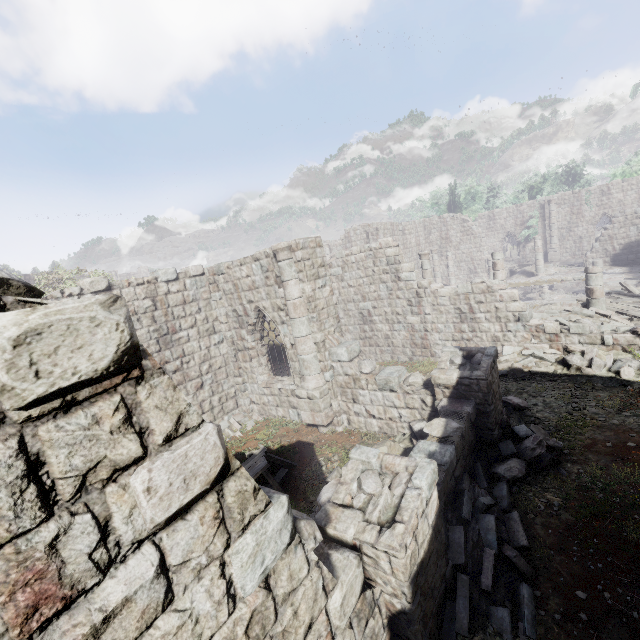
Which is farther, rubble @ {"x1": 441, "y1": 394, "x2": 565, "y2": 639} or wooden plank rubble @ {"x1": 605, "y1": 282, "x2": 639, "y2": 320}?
wooden plank rubble @ {"x1": 605, "y1": 282, "x2": 639, "y2": 320}

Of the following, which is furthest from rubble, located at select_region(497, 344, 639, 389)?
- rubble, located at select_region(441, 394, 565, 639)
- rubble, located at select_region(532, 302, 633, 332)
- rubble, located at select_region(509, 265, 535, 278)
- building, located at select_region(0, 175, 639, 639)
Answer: rubble, located at select_region(509, 265, 535, 278)

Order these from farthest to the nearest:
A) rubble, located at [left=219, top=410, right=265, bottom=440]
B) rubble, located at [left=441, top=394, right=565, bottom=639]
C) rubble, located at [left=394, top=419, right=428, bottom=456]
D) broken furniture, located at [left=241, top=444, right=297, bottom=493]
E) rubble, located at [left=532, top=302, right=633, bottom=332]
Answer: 1. rubble, located at [left=219, top=410, right=265, bottom=440]
2. rubble, located at [left=532, top=302, right=633, bottom=332]
3. rubble, located at [left=394, top=419, right=428, bottom=456]
4. broken furniture, located at [left=241, top=444, right=297, bottom=493]
5. rubble, located at [left=441, top=394, right=565, bottom=639]

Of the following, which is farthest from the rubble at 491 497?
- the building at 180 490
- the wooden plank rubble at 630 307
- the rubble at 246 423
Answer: the wooden plank rubble at 630 307

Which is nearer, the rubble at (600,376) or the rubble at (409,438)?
the rubble at (409,438)

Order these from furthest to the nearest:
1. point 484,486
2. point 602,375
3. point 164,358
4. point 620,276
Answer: point 620,276 < point 164,358 < point 602,375 < point 484,486

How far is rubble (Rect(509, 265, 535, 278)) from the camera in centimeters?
2706cm

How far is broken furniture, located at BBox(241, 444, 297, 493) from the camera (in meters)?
8.04
